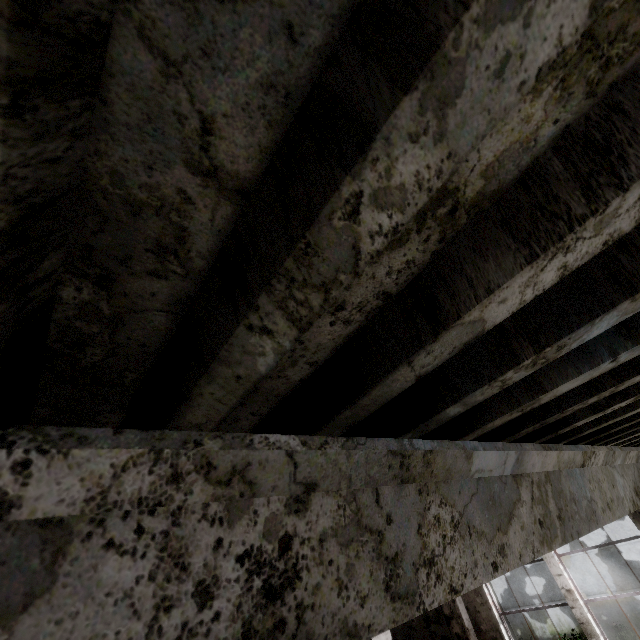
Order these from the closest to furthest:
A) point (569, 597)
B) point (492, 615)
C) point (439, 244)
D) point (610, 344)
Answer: point (439, 244)
point (610, 344)
point (569, 597)
point (492, 615)
